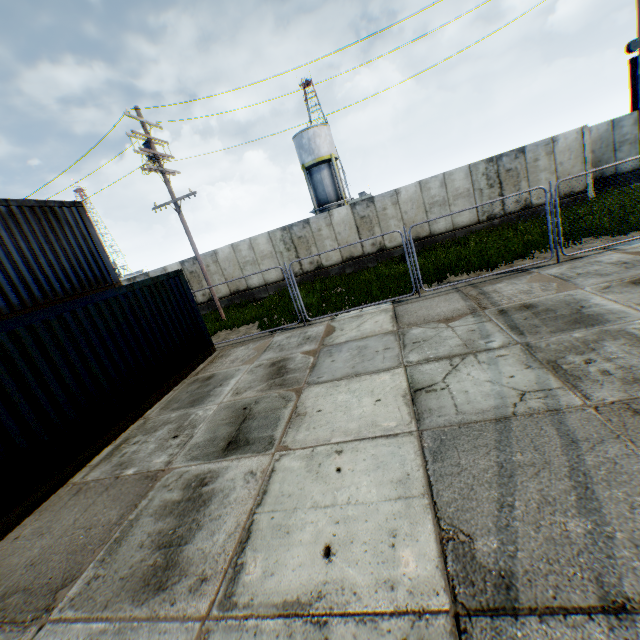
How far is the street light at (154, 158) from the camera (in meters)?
12.93

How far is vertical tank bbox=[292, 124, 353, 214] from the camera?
32.3m

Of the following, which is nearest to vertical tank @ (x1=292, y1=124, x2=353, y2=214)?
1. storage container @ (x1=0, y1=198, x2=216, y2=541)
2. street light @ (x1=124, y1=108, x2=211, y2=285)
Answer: street light @ (x1=124, y1=108, x2=211, y2=285)

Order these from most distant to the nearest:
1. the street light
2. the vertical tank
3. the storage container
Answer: the vertical tank
the street light
the storage container

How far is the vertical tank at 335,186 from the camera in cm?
3231

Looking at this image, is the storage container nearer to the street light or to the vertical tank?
the street light

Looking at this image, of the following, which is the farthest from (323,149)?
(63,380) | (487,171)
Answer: (63,380)

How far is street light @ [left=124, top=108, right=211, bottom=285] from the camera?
12.9m
